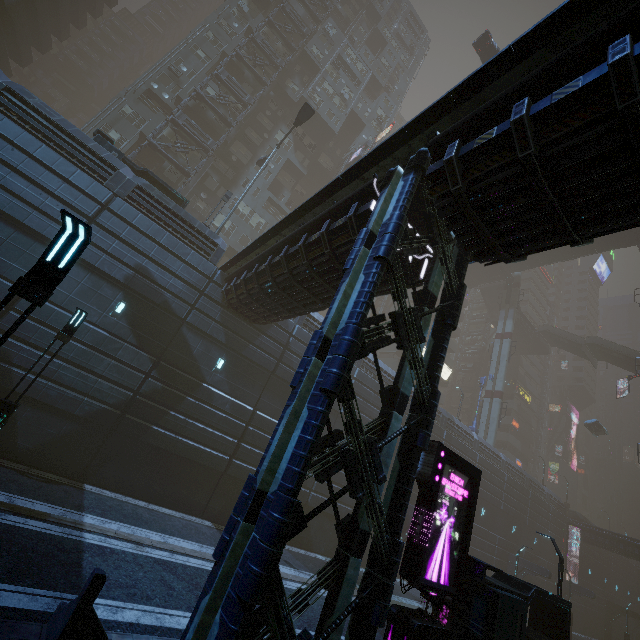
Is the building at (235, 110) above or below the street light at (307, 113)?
above

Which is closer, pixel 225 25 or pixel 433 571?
pixel 433 571

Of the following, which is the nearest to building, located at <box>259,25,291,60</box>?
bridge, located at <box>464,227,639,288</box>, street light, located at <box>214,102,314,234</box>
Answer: bridge, located at <box>464,227,639,288</box>

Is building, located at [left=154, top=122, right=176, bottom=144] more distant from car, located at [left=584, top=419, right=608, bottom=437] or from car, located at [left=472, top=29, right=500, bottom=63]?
car, located at [left=584, top=419, right=608, bottom=437]

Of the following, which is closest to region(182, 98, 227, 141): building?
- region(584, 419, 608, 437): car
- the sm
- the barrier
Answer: the sm

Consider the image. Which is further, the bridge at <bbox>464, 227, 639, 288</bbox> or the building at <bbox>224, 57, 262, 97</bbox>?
A: the bridge at <bbox>464, 227, 639, 288</bbox>

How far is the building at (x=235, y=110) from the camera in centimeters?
3375cm

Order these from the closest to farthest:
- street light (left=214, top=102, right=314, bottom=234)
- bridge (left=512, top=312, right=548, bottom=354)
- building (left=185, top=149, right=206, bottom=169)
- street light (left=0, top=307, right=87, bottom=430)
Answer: street light (left=0, top=307, right=87, bottom=430) → street light (left=214, top=102, right=314, bottom=234) → building (left=185, top=149, right=206, bottom=169) → bridge (left=512, top=312, right=548, bottom=354)
